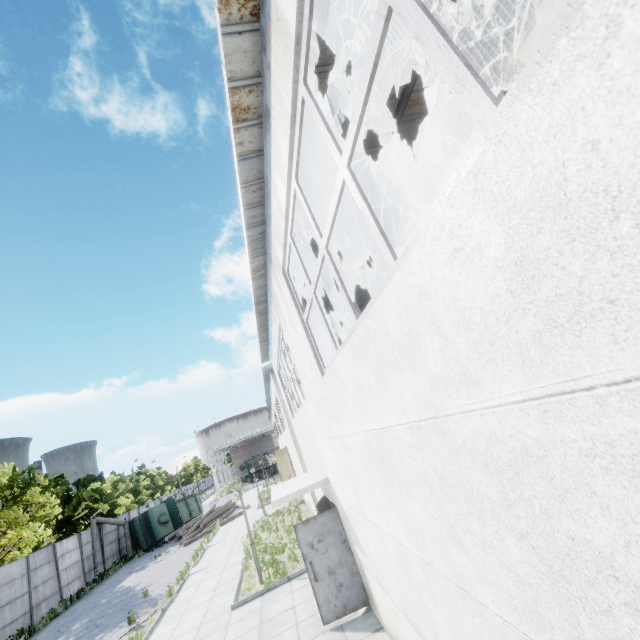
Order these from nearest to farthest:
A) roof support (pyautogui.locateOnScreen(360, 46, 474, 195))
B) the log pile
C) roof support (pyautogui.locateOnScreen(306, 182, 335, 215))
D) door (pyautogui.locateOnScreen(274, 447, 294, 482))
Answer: roof support (pyautogui.locateOnScreen(360, 46, 474, 195)), roof support (pyautogui.locateOnScreen(306, 182, 335, 215)), door (pyautogui.locateOnScreen(274, 447, 294, 482)), the log pile

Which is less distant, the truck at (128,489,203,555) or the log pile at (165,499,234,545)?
the log pile at (165,499,234,545)

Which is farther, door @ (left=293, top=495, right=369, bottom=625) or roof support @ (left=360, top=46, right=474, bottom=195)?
door @ (left=293, top=495, right=369, bottom=625)

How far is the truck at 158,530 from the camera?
28.73m

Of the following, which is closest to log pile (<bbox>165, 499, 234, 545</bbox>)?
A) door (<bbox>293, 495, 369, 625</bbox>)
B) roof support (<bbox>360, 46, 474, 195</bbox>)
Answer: roof support (<bbox>360, 46, 474, 195</bbox>)

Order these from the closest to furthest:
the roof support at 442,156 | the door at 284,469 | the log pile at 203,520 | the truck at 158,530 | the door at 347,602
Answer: the roof support at 442,156 < the door at 347,602 < the door at 284,469 < the log pile at 203,520 < the truck at 158,530

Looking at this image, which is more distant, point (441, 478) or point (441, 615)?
point (441, 615)

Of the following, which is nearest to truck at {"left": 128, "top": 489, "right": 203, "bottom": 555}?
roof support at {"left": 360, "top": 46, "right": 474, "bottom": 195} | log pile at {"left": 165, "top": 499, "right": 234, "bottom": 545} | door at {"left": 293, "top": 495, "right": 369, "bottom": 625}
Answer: log pile at {"left": 165, "top": 499, "right": 234, "bottom": 545}
